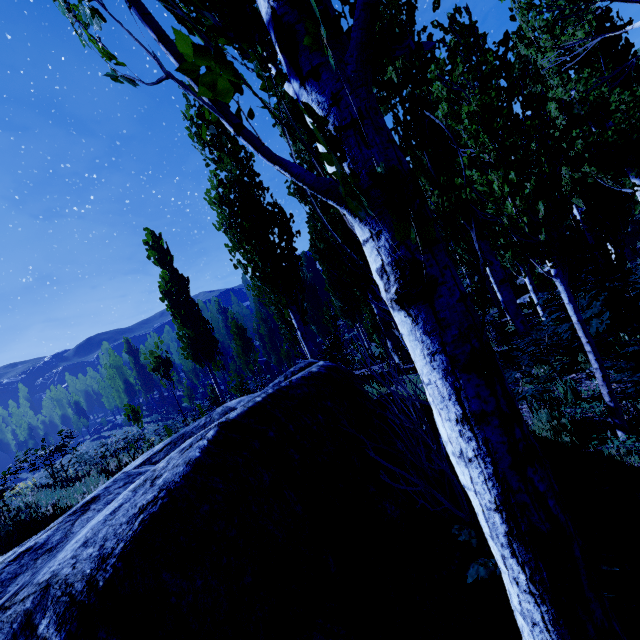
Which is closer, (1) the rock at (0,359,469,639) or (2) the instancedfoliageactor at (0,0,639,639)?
(2) the instancedfoliageactor at (0,0,639,639)

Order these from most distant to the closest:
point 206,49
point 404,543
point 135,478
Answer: point 135,478, point 404,543, point 206,49

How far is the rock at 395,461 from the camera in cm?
305

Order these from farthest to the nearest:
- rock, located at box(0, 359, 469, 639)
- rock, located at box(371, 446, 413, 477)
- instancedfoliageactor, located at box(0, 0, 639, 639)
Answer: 1. rock, located at box(371, 446, 413, 477)
2. rock, located at box(0, 359, 469, 639)
3. instancedfoliageactor, located at box(0, 0, 639, 639)

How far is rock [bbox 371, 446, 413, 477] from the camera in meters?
3.0 m

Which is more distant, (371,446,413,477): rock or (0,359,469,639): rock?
(371,446,413,477): rock

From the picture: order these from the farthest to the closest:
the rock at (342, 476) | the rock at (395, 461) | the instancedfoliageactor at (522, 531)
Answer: the rock at (395, 461) < the rock at (342, 476) < the instancedfoliageactor at (522, 531)
